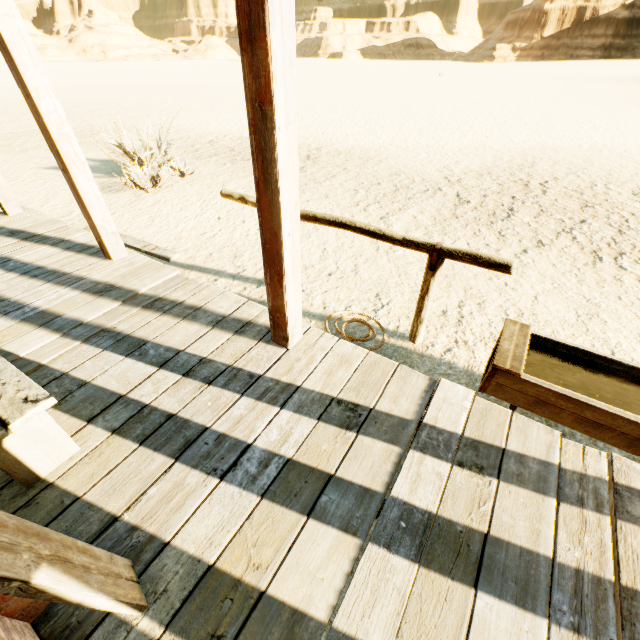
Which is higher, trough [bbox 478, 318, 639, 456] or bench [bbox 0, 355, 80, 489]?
bench [bbox 0, 355, 80, 489]

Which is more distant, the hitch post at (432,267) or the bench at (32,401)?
the hitch post at (432,267)

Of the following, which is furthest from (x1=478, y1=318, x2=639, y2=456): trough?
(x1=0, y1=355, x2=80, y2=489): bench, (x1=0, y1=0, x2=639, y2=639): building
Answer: (x1=0, y1=355, x2=80, y2=489): bench

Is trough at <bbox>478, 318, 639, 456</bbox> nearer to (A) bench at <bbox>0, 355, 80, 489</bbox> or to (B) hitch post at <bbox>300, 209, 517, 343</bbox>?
(B) hitch post at <bbox>300, 209, 517, 343</bbox>

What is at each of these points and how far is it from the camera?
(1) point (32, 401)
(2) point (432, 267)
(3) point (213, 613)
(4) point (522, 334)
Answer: (1) bench, 1.5m
(2) hitch post, 2.6m
(3) building, 1.3m
(4) trough, 2.4m

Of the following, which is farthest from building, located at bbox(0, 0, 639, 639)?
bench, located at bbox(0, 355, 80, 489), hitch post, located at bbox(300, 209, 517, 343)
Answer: hitch post, located at bbox(300, 209, 517, 343)

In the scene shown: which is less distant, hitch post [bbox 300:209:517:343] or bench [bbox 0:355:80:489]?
bench [bbox 0:355:80:489]

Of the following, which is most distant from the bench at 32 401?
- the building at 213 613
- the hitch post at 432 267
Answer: the hitch post at 432 267
